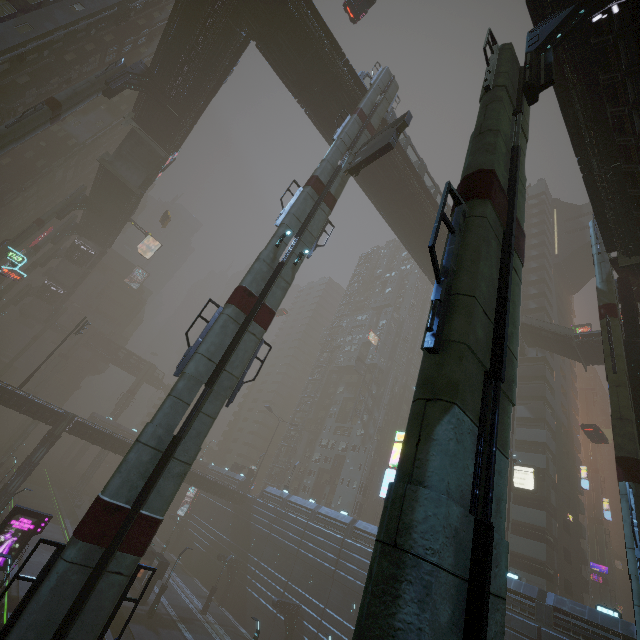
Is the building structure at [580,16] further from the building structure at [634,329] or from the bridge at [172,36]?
the building structure at [634,329]

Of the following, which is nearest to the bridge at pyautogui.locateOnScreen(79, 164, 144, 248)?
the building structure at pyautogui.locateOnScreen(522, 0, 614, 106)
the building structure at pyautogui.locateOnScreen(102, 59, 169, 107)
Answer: the building structure at pyautogui.locateOnScreen(102, 59, 169, 107)

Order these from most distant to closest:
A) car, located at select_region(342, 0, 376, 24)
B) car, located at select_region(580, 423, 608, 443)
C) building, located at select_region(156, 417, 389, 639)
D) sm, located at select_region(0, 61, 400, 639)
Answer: car, located at select_region(580, 423, 608, 443), building, located at select_region(156, 417, 389, 639), car, located at select_region(342, 0, 376, 24), sm, located at select_region(0, 61, 400, 639)

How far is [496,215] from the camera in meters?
6.5

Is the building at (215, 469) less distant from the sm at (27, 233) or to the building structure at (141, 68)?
the sm at (27, 233)

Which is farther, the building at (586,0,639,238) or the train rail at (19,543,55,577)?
the train rail at (19,543,55,577)

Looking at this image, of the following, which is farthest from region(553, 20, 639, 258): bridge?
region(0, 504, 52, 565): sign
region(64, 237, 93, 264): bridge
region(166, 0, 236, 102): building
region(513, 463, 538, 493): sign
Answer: region(0, 504, 52, 565): sign

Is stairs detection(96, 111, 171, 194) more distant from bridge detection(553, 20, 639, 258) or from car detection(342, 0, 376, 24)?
car detection(342, 0, 376, 24)
